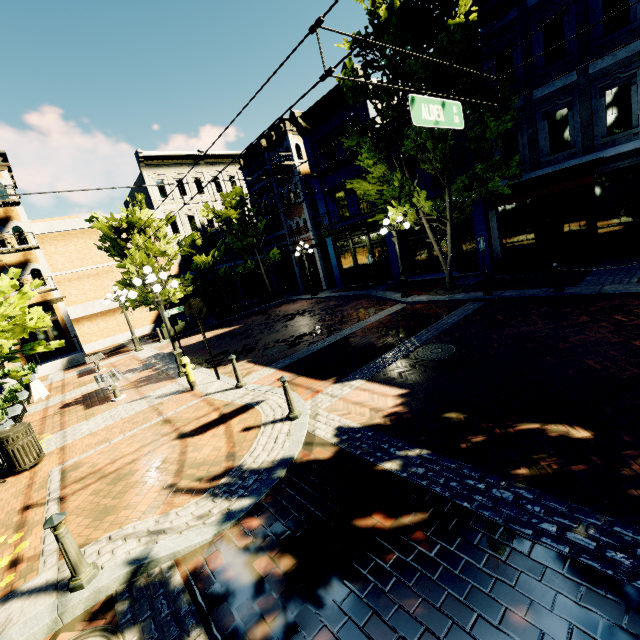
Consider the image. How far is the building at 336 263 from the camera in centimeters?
1892cm

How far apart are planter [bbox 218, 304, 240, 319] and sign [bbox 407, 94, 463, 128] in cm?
1762

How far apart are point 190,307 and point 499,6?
15.4 meters

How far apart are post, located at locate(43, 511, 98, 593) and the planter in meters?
17.9

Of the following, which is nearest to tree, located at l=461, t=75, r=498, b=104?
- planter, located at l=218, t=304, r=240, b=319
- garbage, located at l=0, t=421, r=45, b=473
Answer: planter, located at l=218, t=304, r=240, b=319

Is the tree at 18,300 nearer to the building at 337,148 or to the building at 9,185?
the building at 337,148

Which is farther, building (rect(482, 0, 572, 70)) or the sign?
building (rect(482, 0, 572, 70))

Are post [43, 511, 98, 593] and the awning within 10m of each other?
no
